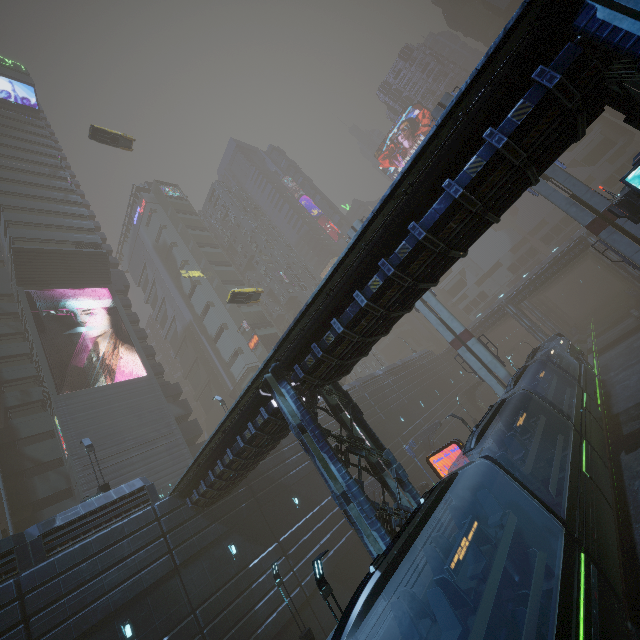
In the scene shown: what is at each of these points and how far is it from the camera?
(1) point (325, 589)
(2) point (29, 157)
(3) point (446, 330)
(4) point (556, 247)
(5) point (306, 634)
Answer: (1) street light, 9.77m
(2) building, 46.50m
(3) sm, 31.78m
(4) building, 59.59m
(5) street light, 14.90m

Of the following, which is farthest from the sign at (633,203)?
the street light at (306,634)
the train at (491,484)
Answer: the street light at (306,634)

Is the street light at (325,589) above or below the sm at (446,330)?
below

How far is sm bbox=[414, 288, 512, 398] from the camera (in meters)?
29.30

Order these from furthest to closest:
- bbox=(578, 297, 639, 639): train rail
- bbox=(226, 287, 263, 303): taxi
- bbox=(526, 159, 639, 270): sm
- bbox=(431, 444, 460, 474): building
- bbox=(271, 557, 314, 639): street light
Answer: bbox=(431, 444, 460, 474): building, bbox=(226, 287, 263, 303): taxi, bbox=(526, 159, 639, 270): sm, bbox=(271, 557, 314, 639): street light, bbox=(578, 297, 639, 639): train rail

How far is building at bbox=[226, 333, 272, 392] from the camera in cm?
5772

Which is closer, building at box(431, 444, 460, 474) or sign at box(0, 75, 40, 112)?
building at box(431, 444, 460, 474)
